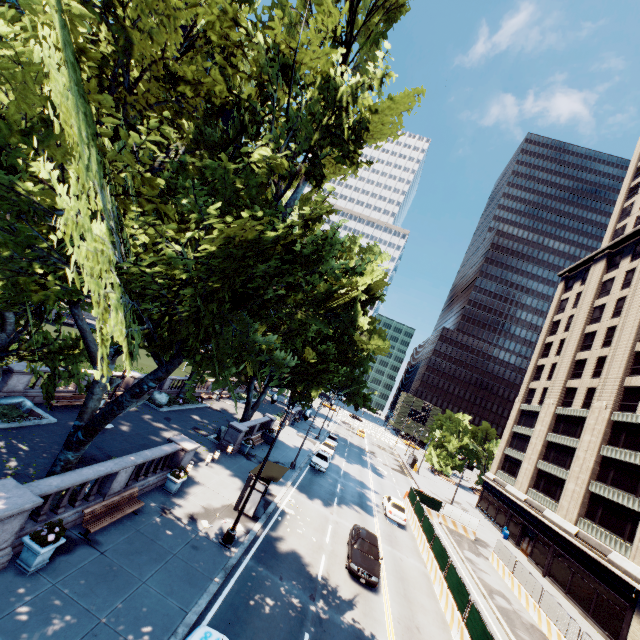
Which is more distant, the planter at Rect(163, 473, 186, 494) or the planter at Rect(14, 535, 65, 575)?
the planter at Rect(163, 473, 186, 494)

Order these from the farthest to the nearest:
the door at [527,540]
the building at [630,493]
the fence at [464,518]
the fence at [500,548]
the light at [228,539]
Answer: the door at [527,540] → the fence at [464,518] → the building at [630,493] → the fence at [500,548] → the light at [228,539]

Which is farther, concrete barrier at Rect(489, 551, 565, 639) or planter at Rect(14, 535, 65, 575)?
concrete barrier at Rect(489, 551, 565, 639)

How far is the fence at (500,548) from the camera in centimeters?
2361cm

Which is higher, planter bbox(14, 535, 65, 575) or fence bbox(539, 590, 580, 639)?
fence bbox(539, 590, 580, 639)

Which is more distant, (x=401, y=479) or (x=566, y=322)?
(x=566, y=322)

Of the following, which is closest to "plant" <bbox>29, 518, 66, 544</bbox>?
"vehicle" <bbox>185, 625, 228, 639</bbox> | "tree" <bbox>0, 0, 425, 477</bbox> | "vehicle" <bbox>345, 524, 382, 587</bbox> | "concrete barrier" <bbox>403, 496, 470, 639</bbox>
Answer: "tree" <bbox>0, 0, 425, 477</bbox>

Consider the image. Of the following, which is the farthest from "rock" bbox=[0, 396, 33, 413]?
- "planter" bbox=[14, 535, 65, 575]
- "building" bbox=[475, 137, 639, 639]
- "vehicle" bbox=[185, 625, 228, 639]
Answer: "building" bbox=[475, 137, 639, 639]
